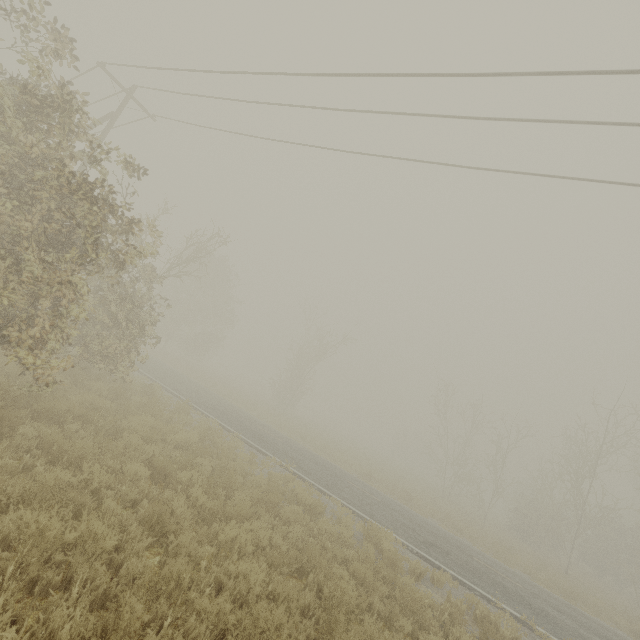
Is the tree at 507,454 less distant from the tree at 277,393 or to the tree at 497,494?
the tree at 497,494

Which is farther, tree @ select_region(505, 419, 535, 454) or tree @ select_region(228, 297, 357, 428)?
tree @ select_region(228, 297, 357, 428)

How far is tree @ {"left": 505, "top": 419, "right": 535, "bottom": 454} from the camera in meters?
27.3 m

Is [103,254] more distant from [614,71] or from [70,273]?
[614,71]

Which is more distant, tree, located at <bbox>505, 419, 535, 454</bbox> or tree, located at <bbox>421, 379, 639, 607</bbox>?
tree, located at <bbox>505, 419, 535, 454</bbox>

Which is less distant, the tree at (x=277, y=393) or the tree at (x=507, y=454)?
the tree at (x=507, y=454)

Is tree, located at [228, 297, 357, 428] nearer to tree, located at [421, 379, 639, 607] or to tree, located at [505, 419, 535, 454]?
tree, located at [505, 419, 535, 454]

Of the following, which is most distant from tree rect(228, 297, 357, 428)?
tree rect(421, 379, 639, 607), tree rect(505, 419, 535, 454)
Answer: tree rect(421, 379, 639, 607)
